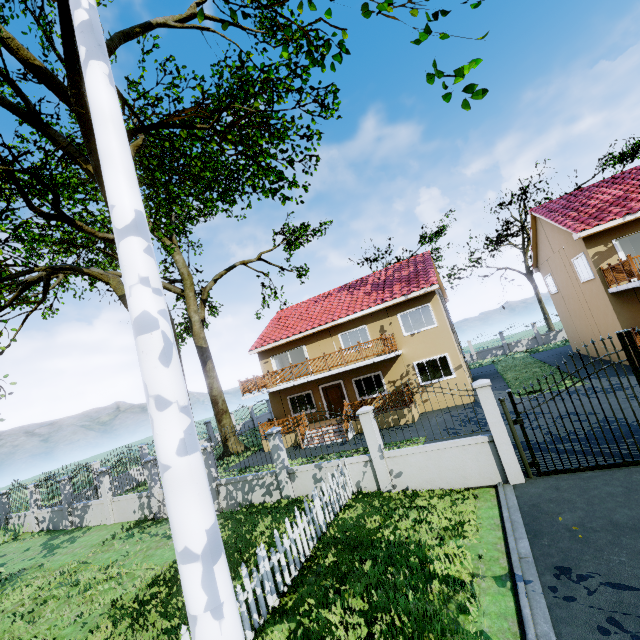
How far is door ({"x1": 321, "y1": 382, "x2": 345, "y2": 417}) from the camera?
20.73m

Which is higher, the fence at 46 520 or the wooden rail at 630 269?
the wooden rail at 630 269

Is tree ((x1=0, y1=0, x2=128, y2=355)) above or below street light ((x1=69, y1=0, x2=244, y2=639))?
above

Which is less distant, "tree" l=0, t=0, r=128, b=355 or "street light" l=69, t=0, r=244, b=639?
"street light" l=69, t=0, r=244, b=639

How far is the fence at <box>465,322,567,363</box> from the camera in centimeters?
3147cm

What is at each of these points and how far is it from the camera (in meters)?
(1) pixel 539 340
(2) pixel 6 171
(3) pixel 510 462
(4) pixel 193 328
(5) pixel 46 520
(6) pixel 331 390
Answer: (1) fence, 31.88
(2) tree, 6.99
(3) fence, 7.87
(4) tree, 22.83
(5) fence, 16.45
(6) door, 21.08

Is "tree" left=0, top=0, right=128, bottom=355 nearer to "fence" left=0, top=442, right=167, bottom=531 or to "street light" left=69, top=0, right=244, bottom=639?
"fence" left=0, top=442, right=167, bottom=531

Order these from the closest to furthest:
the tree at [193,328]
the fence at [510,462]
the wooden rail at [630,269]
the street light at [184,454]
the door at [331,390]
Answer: the street light at [184,454] < the fence at [510,462] < the tree at [193,328] < the wooden rail at [630,269] < the door at [331,390]
